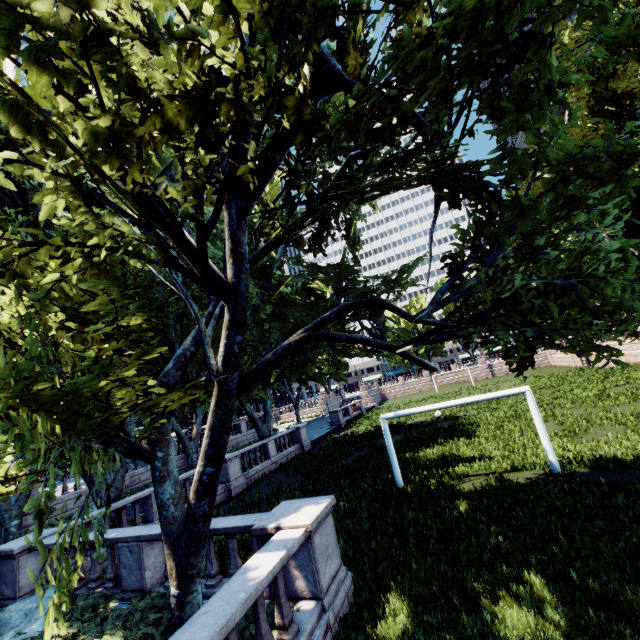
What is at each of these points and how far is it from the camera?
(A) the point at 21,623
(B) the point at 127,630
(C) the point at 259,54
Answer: (A) rock, 7.8 meters
(B) bush, 6.4 meters
(C) tree, 4.1 meters

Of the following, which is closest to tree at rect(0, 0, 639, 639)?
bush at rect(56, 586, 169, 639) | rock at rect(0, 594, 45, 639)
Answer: bush at rect(56, 586, 169, 639)

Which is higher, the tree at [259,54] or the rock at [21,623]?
the tree at [259,54]

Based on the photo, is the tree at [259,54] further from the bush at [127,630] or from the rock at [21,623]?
the rock at [21,623]

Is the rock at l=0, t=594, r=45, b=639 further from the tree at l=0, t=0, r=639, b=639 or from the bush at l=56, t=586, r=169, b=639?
the tree at l=0, t=0, r=639, b=639
